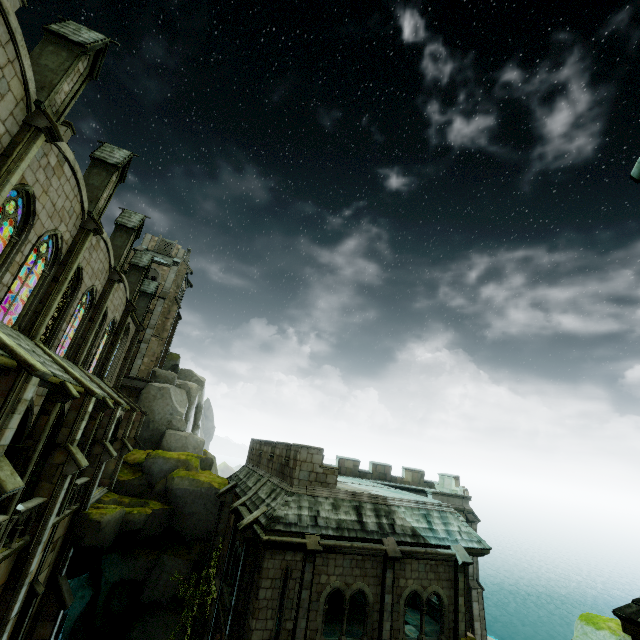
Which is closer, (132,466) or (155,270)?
(132,466)

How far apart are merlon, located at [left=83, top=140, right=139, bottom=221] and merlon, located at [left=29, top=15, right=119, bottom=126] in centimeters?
459cm

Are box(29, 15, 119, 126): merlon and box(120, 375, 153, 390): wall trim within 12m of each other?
no

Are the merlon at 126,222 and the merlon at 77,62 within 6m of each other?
no

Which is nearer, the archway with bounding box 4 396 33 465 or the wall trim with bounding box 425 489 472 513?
the archway with bounding box 4 396 33 465

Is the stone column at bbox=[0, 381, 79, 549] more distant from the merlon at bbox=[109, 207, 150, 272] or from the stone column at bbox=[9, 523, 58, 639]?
the merlon at bbox=[109, 207, 150, 272]

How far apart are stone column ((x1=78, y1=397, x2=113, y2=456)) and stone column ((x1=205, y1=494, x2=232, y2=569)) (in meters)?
8.77

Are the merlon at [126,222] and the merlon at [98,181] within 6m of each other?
yes
